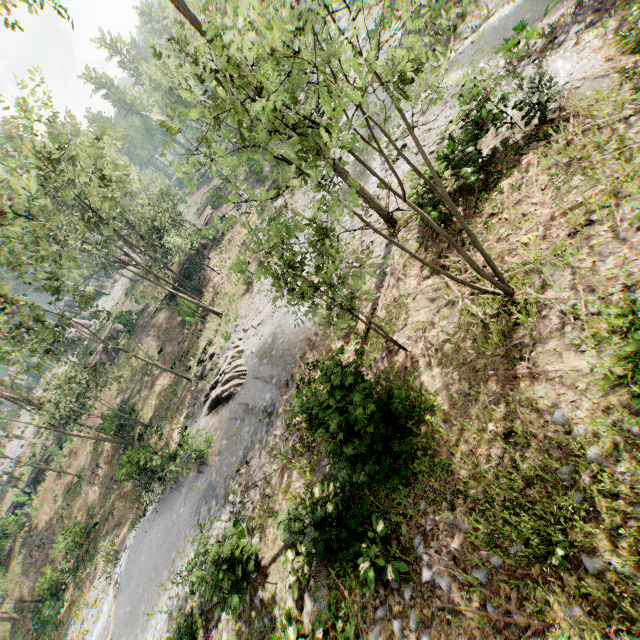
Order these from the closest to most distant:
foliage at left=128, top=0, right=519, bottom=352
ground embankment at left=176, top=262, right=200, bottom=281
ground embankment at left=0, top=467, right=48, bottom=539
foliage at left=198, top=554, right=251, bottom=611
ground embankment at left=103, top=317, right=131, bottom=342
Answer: foliage at left=128, top=0, right=519, bottom=352 → foliage at left=198, top=554, right=251, bottom=611 → ground embankment at left=0, top=467, right=48, bottom=539 → ground embankment at left=176, top=262, right=200, bottom=281 → ground embankment at left=103, top=317, right=131, bottom=342

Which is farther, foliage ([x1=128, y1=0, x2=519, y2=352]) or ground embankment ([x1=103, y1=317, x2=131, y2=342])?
ground embankment ([x1=103, y1=317, x2=131, y2=342])

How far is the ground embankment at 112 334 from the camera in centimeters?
4031cm

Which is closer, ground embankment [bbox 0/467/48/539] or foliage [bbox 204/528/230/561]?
foliage [bbox 204/528/230/561]

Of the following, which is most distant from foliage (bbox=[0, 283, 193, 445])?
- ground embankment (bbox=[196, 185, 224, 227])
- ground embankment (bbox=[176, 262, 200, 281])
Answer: ground embankment (bbox=[176, 262, 200, 281])

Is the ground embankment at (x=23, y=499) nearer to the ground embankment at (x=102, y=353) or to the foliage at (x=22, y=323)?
the foliage at (x=22, y=323)

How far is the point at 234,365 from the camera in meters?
19.8
